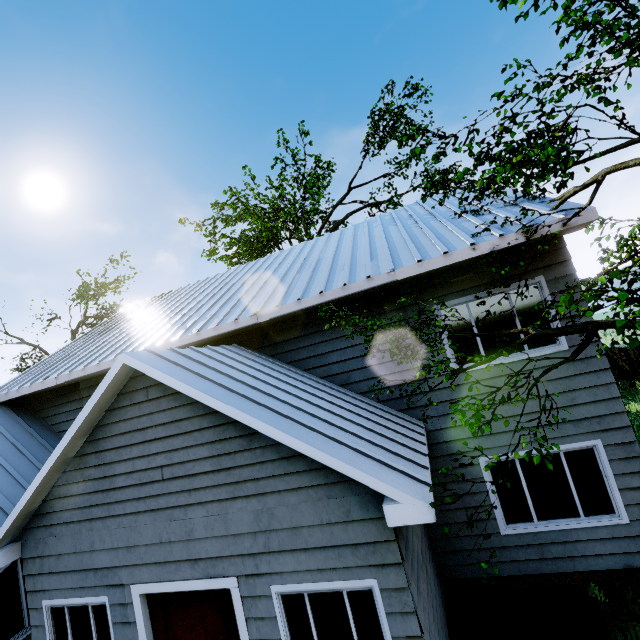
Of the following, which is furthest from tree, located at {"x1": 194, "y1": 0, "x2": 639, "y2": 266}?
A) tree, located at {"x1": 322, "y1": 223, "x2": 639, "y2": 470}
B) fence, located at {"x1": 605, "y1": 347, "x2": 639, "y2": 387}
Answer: fence, located at {"x1": 605, "y1": 347, "x2": 639, "y2": 387}

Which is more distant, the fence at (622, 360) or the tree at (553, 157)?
the fence at (622, 360)

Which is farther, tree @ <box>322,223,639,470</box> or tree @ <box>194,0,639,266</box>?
tree @ <box>194,0,639,266</box>

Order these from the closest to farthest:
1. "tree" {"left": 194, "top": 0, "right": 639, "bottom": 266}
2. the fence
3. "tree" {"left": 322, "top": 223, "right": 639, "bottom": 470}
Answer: "tree" {"left": 322, "top": 223, "right": 639, "bottom": 470}
"tree" {"left": 194, "top": 0, "right": 639, "bottom": 266}
the fence

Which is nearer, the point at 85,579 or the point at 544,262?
the point at 85,579

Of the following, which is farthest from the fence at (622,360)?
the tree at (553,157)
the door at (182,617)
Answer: the door at (182,617)

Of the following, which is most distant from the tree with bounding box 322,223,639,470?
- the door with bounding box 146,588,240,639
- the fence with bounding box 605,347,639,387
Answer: the door with bounding box 146,588,240,639

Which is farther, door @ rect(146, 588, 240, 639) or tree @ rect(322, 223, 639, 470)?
door @ rect(146, 588, 240, 639)
